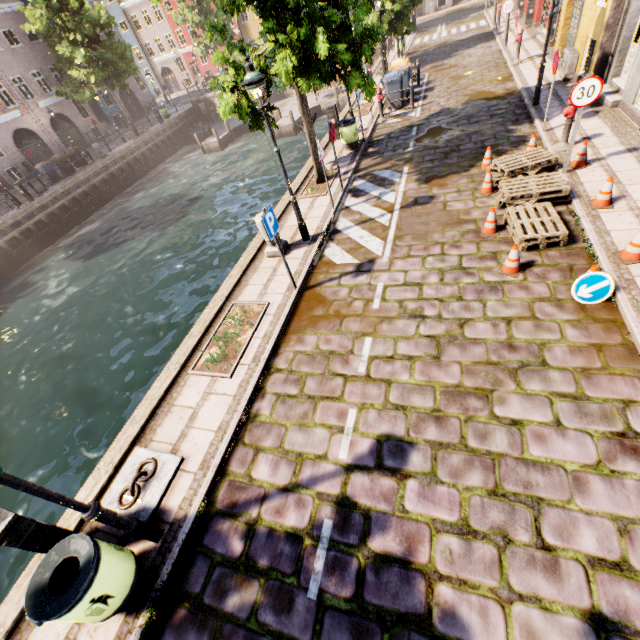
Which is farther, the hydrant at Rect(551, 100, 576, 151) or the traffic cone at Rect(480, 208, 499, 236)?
the hydrant at Rect(551, 100, 576, 151)

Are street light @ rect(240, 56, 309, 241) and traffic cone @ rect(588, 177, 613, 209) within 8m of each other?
yes

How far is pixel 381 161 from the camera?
11.4 meters

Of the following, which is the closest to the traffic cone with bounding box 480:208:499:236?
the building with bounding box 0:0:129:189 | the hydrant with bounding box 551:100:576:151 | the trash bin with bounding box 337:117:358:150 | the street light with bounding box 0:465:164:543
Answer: the hydrant with bounding box 551:100:576:151

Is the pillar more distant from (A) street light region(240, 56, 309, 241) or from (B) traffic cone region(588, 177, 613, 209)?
(B) traffic cone region(588, 177, 613, 209)

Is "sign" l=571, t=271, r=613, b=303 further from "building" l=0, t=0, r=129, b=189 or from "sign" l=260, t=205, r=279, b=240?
"building" l=0, t=0, r=129, b=189

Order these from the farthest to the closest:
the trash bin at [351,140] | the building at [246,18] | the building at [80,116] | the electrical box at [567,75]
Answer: the building at [246,18]
the building at [80,116]
the trash bin at [351,140]
the electrical box at [567,75]

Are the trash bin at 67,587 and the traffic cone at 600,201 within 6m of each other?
no
